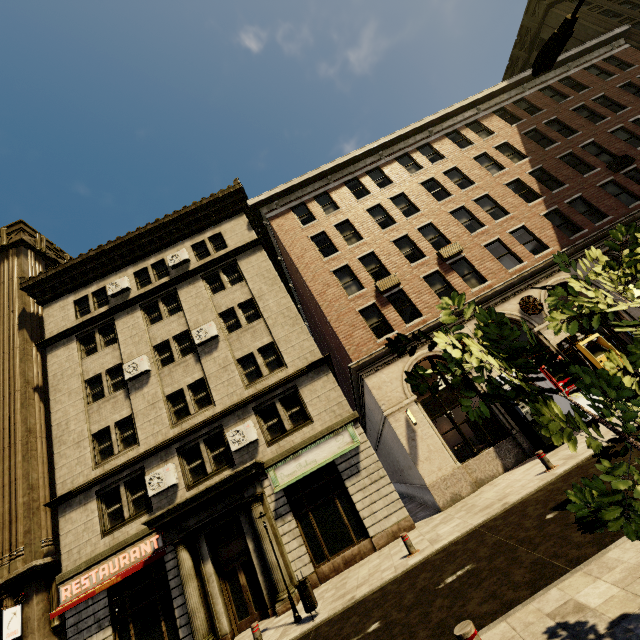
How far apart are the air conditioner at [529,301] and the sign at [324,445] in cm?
994

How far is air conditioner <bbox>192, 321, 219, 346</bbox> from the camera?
17.23m

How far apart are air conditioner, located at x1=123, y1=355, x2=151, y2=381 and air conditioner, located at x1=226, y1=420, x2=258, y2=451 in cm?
572

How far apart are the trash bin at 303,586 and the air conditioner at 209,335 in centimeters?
1164cm

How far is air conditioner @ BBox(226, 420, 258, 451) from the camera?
14.5m

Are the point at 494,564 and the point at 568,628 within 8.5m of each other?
yes

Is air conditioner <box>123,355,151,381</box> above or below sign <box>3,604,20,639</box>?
above

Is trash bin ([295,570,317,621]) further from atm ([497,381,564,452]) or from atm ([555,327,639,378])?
atm ([555,327,639,378])
